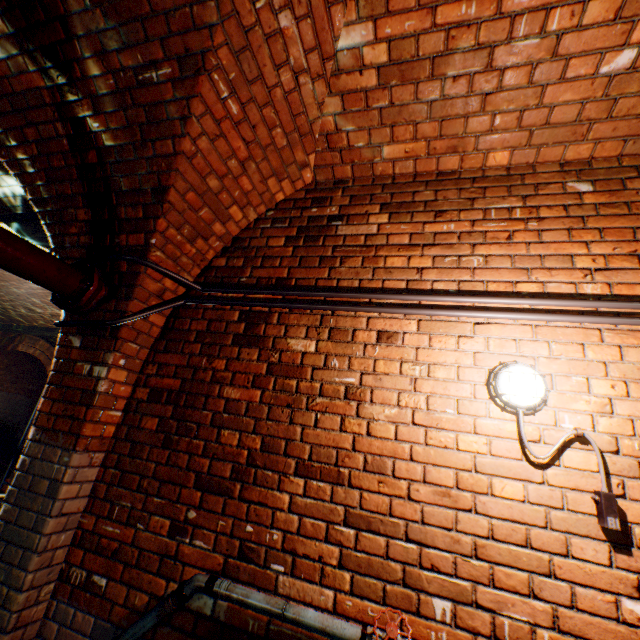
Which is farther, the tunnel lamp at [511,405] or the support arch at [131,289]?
the support arch at [131,289]

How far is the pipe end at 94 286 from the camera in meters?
2.2 m

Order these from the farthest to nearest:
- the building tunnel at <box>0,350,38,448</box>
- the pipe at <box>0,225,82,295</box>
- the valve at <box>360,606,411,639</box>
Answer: the building tunnel at <box>0,350,38,448</box> → the pipe at <box>0,225,82,295</box> → the valve at <box>360,606,411,639</box>

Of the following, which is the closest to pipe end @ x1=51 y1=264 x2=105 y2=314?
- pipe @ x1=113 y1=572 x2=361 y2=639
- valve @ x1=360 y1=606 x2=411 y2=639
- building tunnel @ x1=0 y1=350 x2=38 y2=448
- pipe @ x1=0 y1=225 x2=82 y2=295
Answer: pipe @ x1=0 y1=225 x2=82 y2=295

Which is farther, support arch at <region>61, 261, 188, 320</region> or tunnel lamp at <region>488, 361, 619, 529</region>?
support arch at <region>61, 261, 188, 320</region>

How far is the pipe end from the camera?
2.21m

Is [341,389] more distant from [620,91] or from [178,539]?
[620,91]

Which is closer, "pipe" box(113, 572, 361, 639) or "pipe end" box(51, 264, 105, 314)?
"pipe" box(113, 572, 361, 639)
